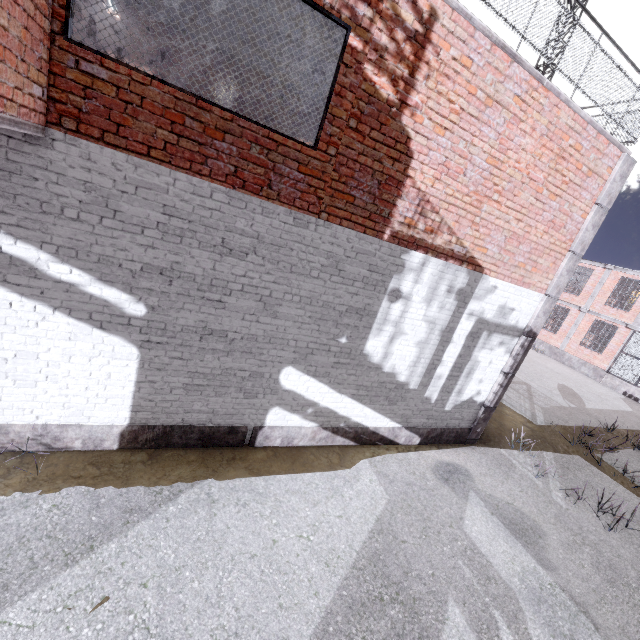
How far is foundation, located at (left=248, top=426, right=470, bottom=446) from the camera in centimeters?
586cm

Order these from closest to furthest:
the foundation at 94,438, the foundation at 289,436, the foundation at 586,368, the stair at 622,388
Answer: the foundation at 94,438, the foundation at 289,436, the stair at 622,388, the foundation at 586,368

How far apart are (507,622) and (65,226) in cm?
744

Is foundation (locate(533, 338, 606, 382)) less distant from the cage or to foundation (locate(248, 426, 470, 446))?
the cage

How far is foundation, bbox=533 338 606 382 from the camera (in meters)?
20.86

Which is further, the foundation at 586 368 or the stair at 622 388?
the foundation at 586 368

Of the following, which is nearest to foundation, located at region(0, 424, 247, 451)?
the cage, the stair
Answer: the cage

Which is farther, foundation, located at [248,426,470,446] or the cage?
the cage
